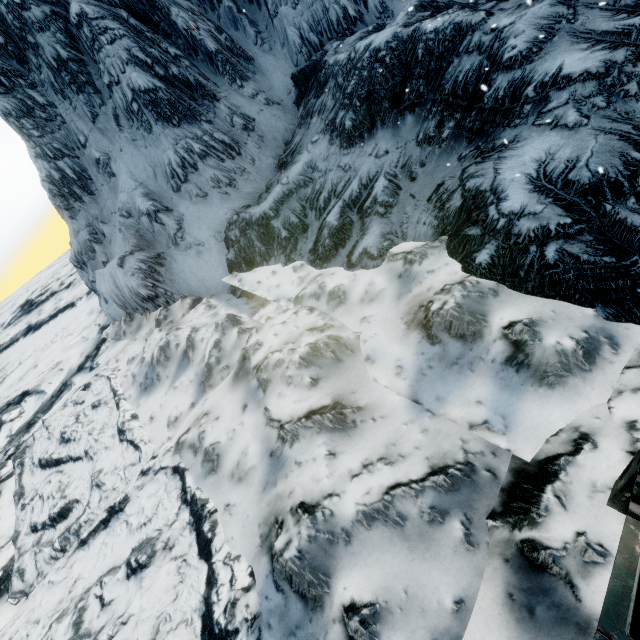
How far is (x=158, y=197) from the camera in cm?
1378
